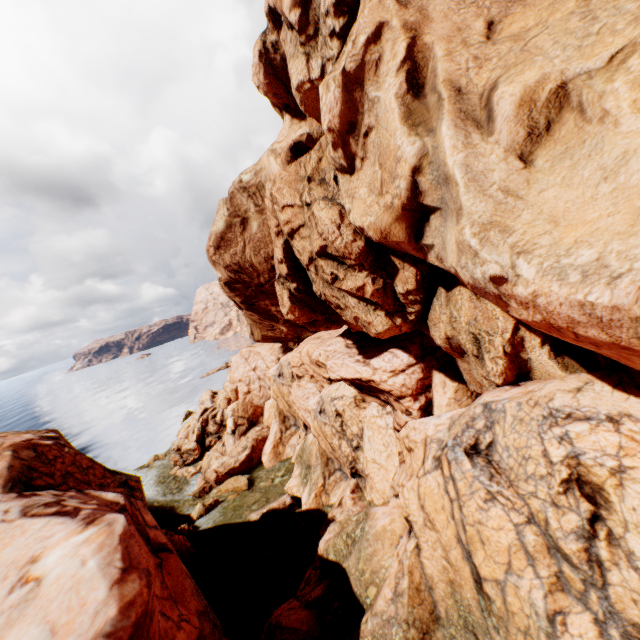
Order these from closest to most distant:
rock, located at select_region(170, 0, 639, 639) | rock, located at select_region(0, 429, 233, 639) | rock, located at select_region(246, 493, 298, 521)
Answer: rock, located at select_region(170, 0, 639, 639) → rock, located at select_region(0, 429, 233, 639) → rock, located at select_region(246, 493, 298, 521)

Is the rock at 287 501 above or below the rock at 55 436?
below

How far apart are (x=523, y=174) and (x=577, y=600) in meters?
8.1 m

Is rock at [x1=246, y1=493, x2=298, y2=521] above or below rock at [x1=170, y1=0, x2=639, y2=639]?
below

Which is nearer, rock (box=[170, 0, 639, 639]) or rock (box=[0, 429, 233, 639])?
rock (box=[170, 0, 639, 639])

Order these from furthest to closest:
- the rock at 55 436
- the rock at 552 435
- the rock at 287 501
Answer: the rock at 287 501 → the rock at 55 436 → the rock at 552 435
